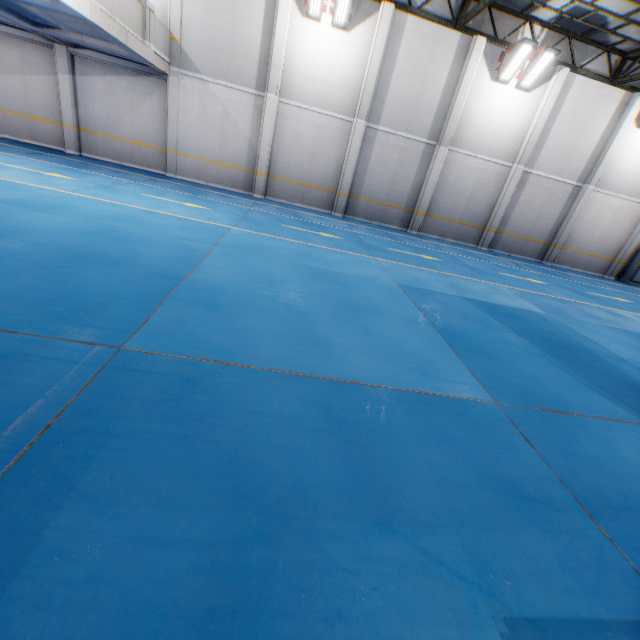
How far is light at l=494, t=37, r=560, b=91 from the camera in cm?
1251

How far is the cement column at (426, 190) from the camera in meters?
13.2 m

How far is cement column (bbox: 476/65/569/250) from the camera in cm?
1385

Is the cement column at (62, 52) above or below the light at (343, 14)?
below

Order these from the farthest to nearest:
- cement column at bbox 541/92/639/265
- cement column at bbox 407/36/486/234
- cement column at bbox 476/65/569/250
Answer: cement column at bbox 541/92/639/265 < cement column at bbox 476/65/569/250 < cement column at bbox 407/36/486/234

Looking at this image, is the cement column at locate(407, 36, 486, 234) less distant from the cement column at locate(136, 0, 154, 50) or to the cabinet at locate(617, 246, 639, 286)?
the cement column at locate(136, 0, 154, 50)

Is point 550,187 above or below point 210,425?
above

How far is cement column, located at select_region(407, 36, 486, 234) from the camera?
13.2m
